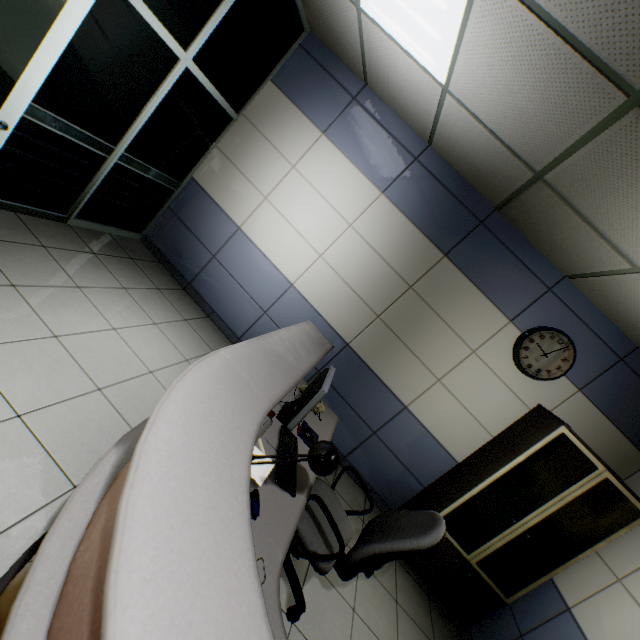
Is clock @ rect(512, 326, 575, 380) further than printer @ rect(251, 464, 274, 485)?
Yes

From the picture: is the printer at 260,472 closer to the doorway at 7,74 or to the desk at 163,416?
the desk at 163,416

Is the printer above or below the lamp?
below

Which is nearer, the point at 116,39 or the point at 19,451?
the point at 19,451

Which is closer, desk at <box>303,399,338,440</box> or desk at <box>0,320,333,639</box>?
desk at <box>0,320,333,639</box>

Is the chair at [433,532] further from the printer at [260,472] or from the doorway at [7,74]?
the doorway at [7,74]

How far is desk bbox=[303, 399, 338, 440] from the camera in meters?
2.4 m

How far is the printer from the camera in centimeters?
156cm
